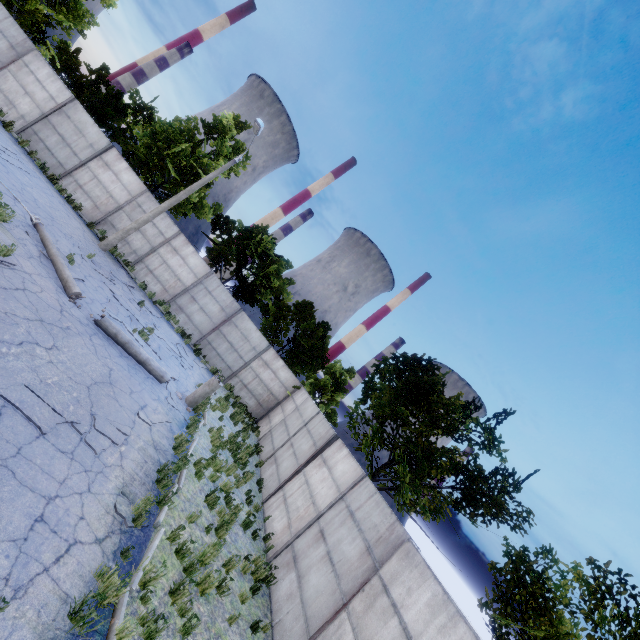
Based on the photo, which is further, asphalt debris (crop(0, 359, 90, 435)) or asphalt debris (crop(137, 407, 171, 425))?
asphalt debris (crop(137, 407, 171, 425))

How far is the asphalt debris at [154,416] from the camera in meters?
8.5

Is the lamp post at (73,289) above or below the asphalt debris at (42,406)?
above

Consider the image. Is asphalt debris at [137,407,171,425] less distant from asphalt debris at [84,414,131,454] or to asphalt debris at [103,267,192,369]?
Result: asphalt debris at [84,414,131,454]

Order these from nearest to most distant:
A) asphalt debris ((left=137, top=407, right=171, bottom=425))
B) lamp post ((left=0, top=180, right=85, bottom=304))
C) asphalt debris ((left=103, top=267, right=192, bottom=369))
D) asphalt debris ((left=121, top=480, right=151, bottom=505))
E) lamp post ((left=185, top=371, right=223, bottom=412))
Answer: asphalt debris ((left=121, top=480, right=151, bottom=505)), asphalt debris ((left=137, top=407, right=171, bottom=425)), lamp post ((left=0, top=180, right=85, bottom=304)), lamp post ((left=185, top=371, right=223, bottom=412)), asphalt debris ((left=103, top=267, right=192, bottom=369))

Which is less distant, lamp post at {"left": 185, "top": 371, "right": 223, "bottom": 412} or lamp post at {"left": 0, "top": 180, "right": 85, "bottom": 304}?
lamp post at {"left": 0, "top": 180, "right": 85, "bottom": 304}

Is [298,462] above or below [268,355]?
below

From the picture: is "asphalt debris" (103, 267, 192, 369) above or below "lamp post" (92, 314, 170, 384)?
below
